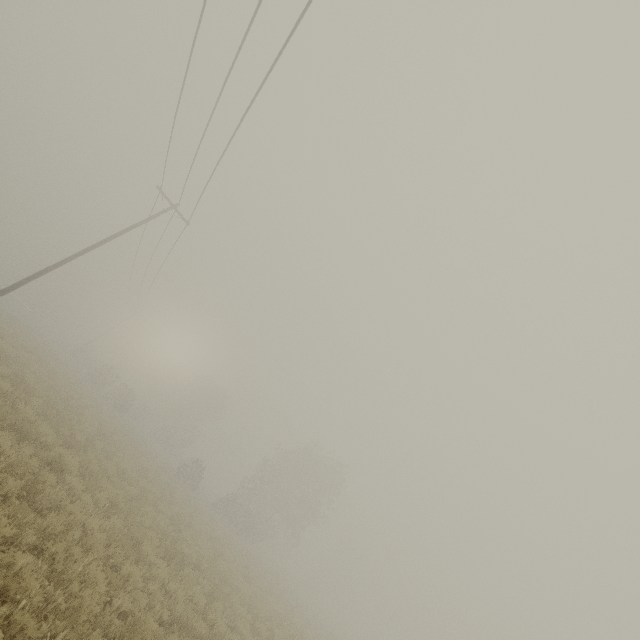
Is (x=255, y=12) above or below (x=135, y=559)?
above
